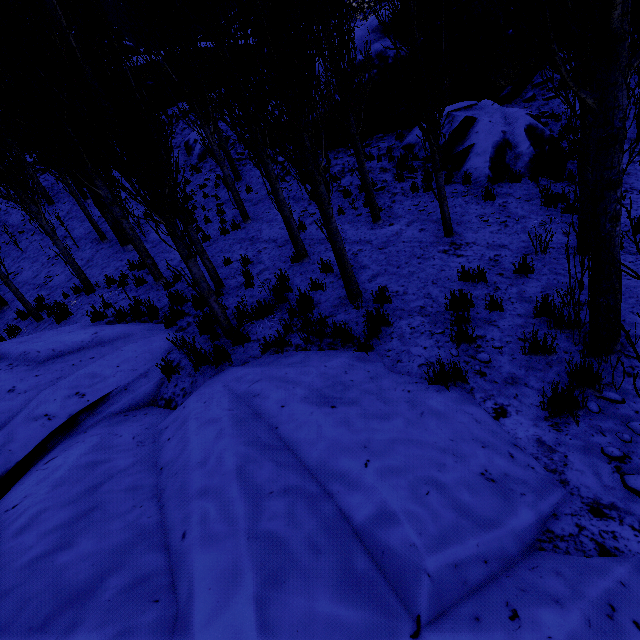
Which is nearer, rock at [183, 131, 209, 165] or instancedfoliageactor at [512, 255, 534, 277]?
instancedfoliageactor at [512, 255, 534, 277]

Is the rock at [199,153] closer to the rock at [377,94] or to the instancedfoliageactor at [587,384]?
the rock at [377,94]

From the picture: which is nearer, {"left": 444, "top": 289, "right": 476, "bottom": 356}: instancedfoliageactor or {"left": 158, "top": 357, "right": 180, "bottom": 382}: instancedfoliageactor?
{"left": 444, "top": 289, "right": 476, "bottom": 356}: instancedfoliageactor

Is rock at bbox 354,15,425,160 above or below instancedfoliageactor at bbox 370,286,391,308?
above

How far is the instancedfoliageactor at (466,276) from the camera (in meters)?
5.84

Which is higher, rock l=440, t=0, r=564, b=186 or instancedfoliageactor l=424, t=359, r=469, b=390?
rock l=440, t=0, r=564, b=186

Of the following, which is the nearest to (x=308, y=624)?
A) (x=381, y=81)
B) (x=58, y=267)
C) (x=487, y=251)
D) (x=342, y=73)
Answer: (x=487, y=251)
